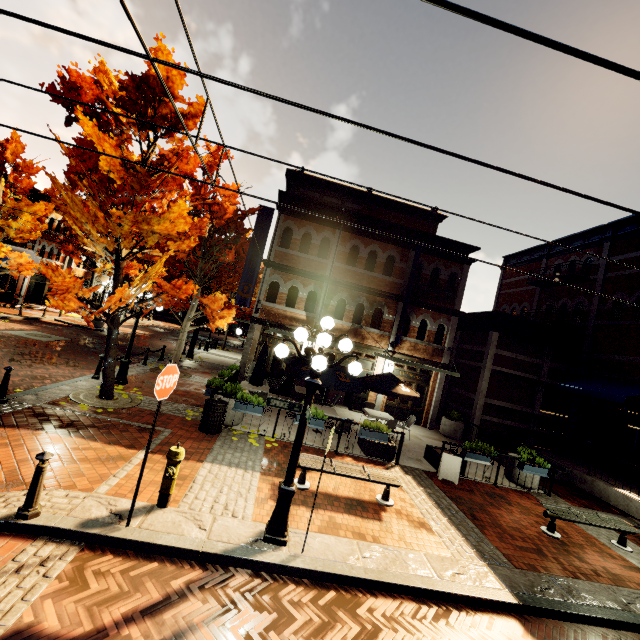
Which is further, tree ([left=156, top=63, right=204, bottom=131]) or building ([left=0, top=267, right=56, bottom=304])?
building ([left=0, top=267, right=56, bottom=304])

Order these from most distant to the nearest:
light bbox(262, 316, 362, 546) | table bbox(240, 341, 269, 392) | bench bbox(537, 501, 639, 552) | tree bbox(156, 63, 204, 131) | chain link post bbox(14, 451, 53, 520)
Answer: table bbox(240, 341, 269, 392)
tree bbox(156, 63, 204, 131)
bench bbox(537, 501, 639, 552)
light bbox(262, 316, 362, 546)
chain link post bbox(14, 451, 53, 520)

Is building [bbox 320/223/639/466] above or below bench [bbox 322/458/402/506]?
above

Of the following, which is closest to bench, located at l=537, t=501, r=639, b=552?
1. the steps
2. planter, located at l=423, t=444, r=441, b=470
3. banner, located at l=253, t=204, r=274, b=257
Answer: planter, located at l=423, t=444, r=441, b=470

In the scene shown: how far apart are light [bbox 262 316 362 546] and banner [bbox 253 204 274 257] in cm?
1028

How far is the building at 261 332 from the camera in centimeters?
1550cm

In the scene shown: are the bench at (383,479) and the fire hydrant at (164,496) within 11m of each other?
yes

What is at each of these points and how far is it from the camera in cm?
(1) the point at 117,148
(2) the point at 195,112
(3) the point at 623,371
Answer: (1) tree, 805
(2) tree, 1035
(3) building, 1435
